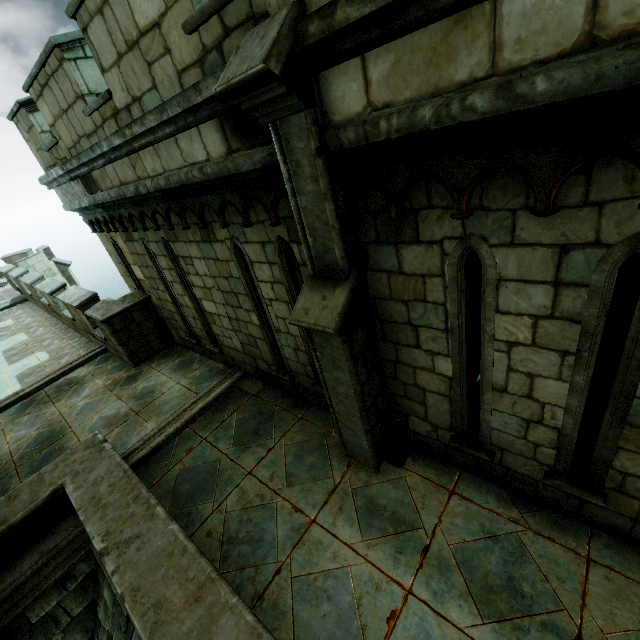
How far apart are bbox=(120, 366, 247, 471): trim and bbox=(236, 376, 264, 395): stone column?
0.0m

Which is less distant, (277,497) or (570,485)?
(570,485)

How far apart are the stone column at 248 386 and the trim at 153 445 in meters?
0.0

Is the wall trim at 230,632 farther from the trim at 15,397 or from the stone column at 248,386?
the trim at 15,397

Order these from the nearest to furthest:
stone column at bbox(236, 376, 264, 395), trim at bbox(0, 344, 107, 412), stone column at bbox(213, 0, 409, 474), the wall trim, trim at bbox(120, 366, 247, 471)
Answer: stone column at bbox(213, 0, 409, 474)
the wall trim
trim at bbox(120, 366, 247, 471)
stone column at bbox(236, 376, 264, 395)
trim at bbox(0, 344, 107, 412)

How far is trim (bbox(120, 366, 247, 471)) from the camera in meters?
5.6 m

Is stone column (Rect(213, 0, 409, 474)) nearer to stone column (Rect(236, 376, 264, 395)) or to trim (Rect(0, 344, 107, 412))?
stone column (Rect(236, 376, 264, 395))
